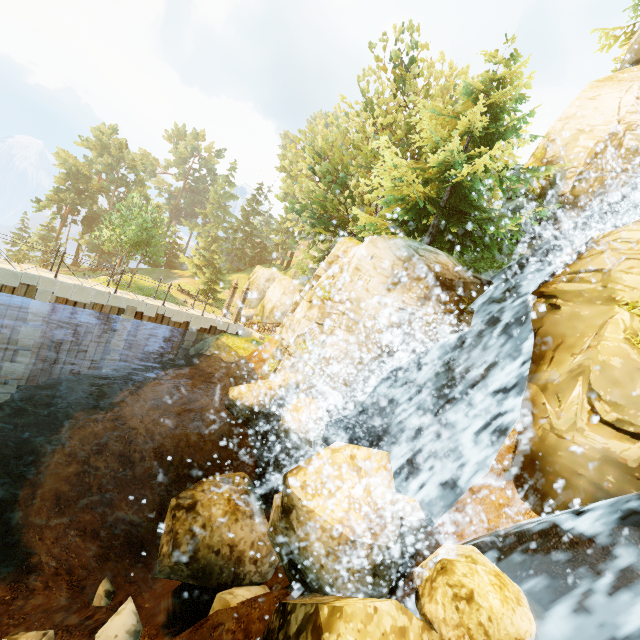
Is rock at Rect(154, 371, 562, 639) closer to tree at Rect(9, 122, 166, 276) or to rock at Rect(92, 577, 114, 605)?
rock at Rect(92, 577, 114, 605)

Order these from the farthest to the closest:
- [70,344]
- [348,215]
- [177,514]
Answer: [348,215] → [70,344] → [177,514]

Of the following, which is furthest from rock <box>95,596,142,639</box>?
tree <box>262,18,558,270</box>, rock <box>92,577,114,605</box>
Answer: tree <box>262,18,558,270</box>

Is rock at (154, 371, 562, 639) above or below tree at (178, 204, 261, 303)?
below

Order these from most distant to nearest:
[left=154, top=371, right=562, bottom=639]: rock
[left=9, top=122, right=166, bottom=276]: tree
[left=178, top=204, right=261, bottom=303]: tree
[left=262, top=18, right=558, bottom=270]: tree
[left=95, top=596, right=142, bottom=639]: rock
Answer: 1. [left=178, top=204, right=261, bottom=303]: tree
2. [left=9, top=122, right=166, bottom=276]: tree
3. [left=262, top=18, right=558, bottom=270]: tree
4. [left=95, top=596, right=142, bottom=639]: rock
5. [left=154, top=371, right=562, bottom=639]: rock

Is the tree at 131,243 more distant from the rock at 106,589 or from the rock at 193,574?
the rock at 106,589
